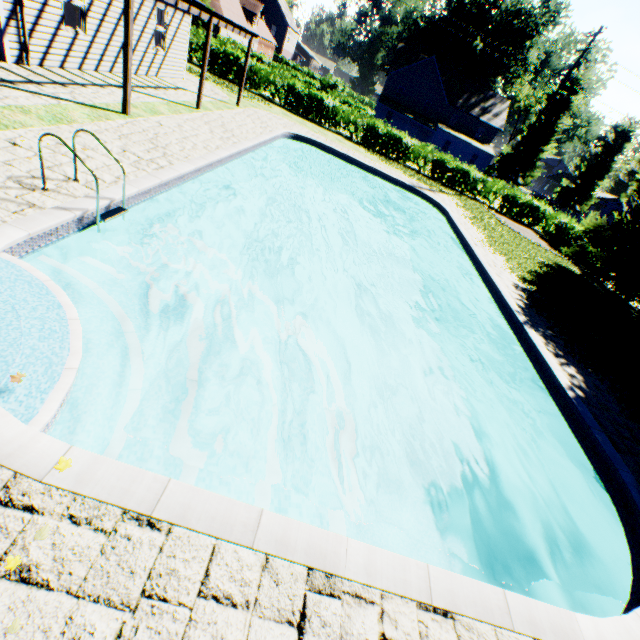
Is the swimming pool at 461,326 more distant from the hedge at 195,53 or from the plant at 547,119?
the hedge at 195,53

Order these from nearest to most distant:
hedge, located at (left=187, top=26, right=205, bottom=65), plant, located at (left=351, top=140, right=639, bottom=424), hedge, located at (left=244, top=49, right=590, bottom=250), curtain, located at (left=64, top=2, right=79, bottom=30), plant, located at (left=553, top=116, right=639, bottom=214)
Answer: plant, located at (left=351, top=140, right=639, bottom=424) < curtain, located at (left=64, top=2, right=79, bottom=30) < hedge, located at (left=187, top=26, right=205, bottom=65) < hedge, located at (left=244, top=49, right=590, bottom=250) < plant, located at (left=553, top=116, right=639, bottom=214)

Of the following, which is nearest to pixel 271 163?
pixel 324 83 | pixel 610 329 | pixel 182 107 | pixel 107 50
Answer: pixel 182 107

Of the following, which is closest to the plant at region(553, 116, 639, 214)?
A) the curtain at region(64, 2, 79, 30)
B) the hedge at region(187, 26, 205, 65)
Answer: the hedge at region(187, 26, 205, 65)

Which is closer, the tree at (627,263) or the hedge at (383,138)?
the tree at (627,263)

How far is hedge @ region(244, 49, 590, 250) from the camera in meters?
23.6 m

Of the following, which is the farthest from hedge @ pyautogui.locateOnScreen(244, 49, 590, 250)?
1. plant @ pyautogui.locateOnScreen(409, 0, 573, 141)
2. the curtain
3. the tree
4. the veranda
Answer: the curtain
